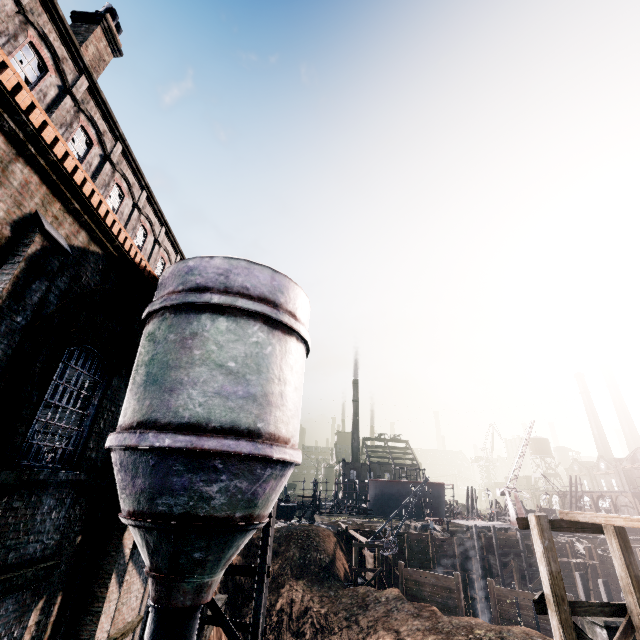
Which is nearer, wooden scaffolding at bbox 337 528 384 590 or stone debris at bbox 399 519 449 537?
A: wooden scaffolding at bbox 337 528 384 590

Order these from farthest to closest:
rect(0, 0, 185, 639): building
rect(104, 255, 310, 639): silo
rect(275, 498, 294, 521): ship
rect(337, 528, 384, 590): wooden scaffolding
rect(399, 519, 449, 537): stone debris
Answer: rect(275, 498, 294, 521): ship < rect(399, 519, 449, 537): stone debris < rect(337, 528, 384, 590): wooden scaffolding < rect(104, 255, 310, 639): silo < rect(0, 0, 185, 639): building

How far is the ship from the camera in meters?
57.5 m

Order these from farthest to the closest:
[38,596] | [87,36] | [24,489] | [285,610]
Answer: [285,610]
[87,36]
[38,596]
[24,489]

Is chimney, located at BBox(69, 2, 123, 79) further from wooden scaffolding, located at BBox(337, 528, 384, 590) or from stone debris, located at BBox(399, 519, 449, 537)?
stone debris, located at BBox(399, 519, 449, 537)

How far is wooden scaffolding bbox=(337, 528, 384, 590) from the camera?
28.6m

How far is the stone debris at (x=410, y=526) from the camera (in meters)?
41.16

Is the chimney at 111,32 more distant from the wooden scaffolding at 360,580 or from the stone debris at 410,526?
the stone debris at 410,526
